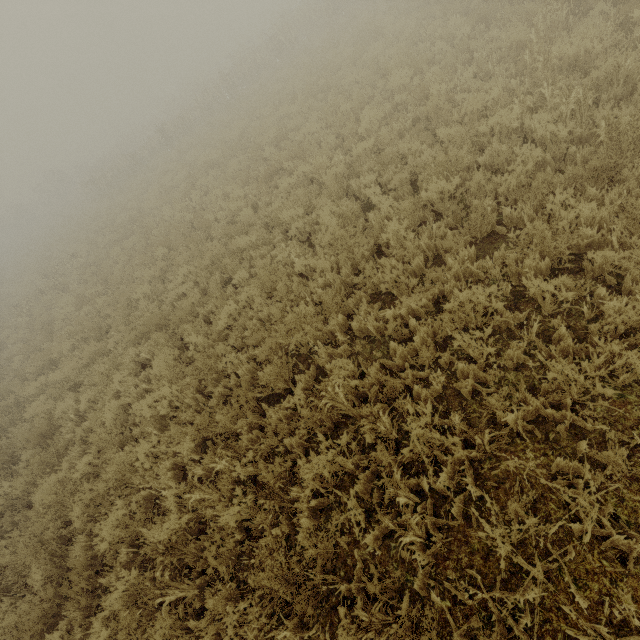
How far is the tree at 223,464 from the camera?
4.1m

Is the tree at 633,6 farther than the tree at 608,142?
Yes

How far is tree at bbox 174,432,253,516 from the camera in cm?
415

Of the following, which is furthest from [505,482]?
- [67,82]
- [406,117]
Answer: [67,82]

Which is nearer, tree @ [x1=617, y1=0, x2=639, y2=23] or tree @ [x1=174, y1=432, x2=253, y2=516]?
tree @ [x1=174, y1=432, x2=253, y2=516]

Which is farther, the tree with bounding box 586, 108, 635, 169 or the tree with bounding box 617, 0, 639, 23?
the tree with bounding box 617, 0, 639, 23
